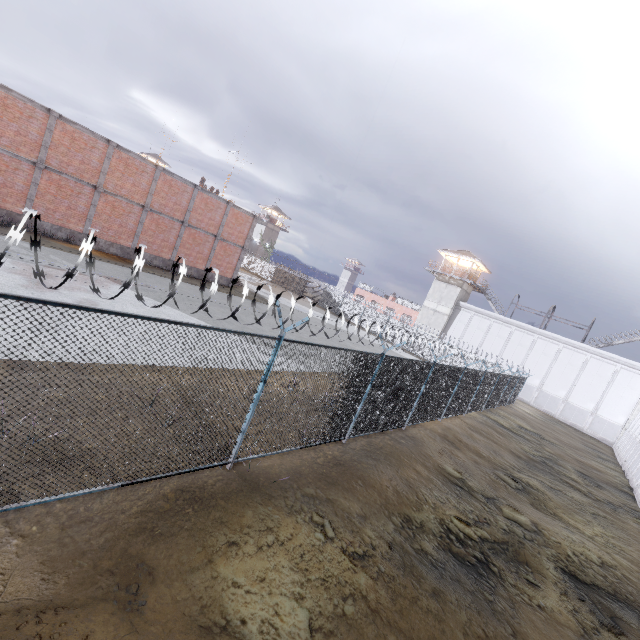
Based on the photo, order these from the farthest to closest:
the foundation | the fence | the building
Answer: the building
the foundation
the fence

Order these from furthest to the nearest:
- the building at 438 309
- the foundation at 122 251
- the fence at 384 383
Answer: the building at 438 309, the foundation at 122 251, the fence at 384 383

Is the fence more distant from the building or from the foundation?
the foundation

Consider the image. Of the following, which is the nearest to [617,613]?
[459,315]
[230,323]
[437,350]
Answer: [230,323]

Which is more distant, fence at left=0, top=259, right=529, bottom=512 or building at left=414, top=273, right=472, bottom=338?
building at left=414, top=273, right=472, bottom=338

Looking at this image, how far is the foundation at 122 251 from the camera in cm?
2233

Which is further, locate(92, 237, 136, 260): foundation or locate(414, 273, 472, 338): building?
locate(414, 273, 472, 338): building

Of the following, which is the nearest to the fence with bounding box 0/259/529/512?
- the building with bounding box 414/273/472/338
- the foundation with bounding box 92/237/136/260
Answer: the building with bounding box 414/273/472/338
